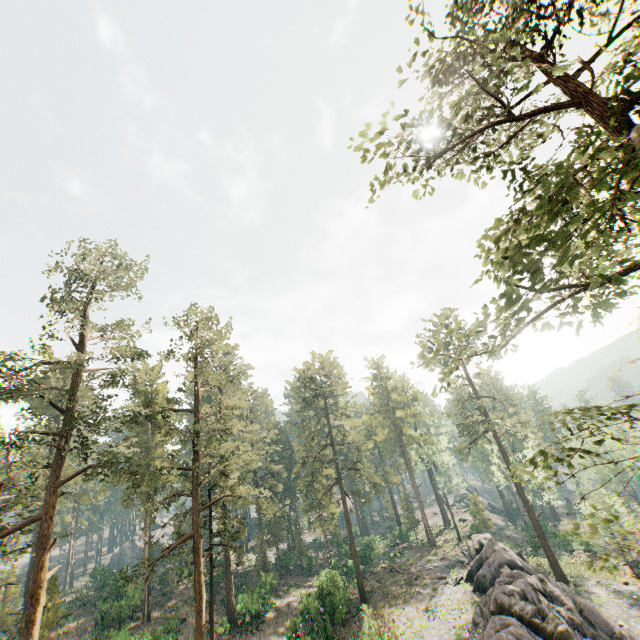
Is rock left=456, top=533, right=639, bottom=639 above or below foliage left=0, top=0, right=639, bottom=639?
below

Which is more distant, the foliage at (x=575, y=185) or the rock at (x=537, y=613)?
the rock at (x=537, y=613)

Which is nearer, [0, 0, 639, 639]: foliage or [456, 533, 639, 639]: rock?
[0, 0, 639, 639]: foliage

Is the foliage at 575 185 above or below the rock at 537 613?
above

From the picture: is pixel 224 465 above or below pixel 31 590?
above
